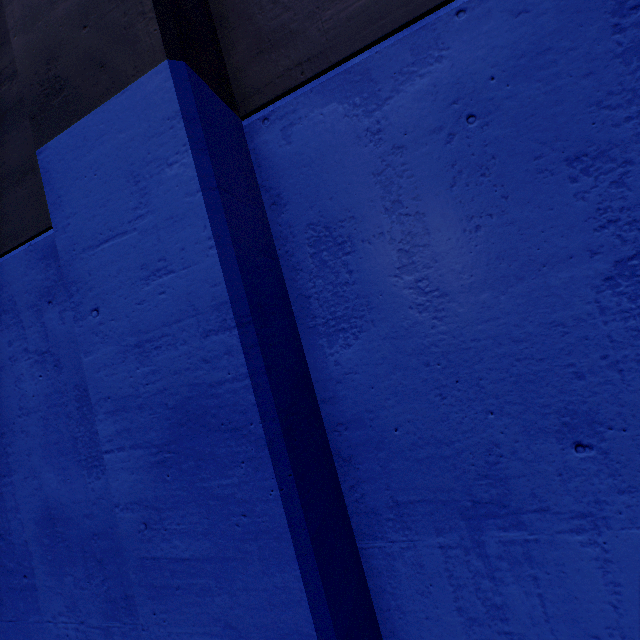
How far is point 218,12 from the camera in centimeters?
187cm
